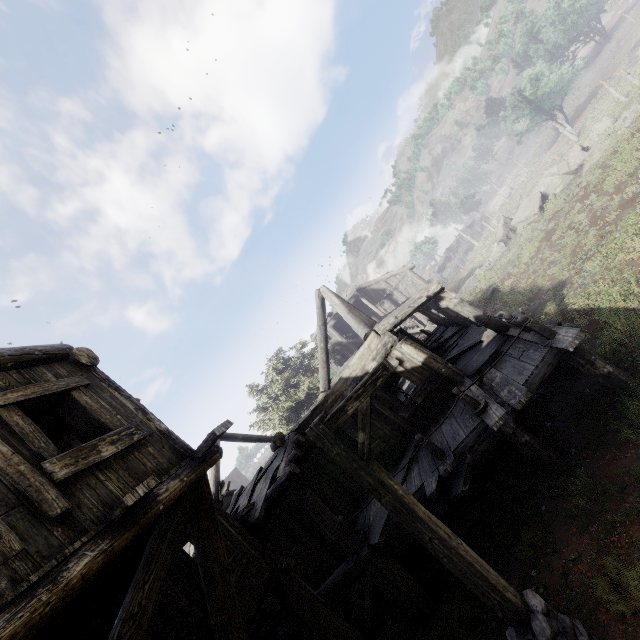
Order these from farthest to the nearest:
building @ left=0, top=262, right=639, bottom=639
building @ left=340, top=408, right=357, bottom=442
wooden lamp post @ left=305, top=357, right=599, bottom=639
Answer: building @ left=340, top=408, right=357, bottom=442
wooden lamp post @ left=305, top=357, right=599, bottom=639
building @ left=0, top=262, right=639, bottom=639

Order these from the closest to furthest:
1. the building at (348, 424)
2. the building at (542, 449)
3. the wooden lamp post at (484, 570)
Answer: the building at (542, 449)
the wooden lamp post at (484, 570)
the building at (348, 424)

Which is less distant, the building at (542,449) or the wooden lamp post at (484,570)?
the building at (542,449)

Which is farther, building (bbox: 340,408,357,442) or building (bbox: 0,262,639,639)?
building (bbox: 340,408,357,442)

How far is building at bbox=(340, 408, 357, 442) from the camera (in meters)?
10.42

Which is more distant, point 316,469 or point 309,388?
point 309,388

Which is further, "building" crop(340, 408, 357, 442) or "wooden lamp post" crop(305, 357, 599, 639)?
"building" crop(340, 408, 357, 442)
